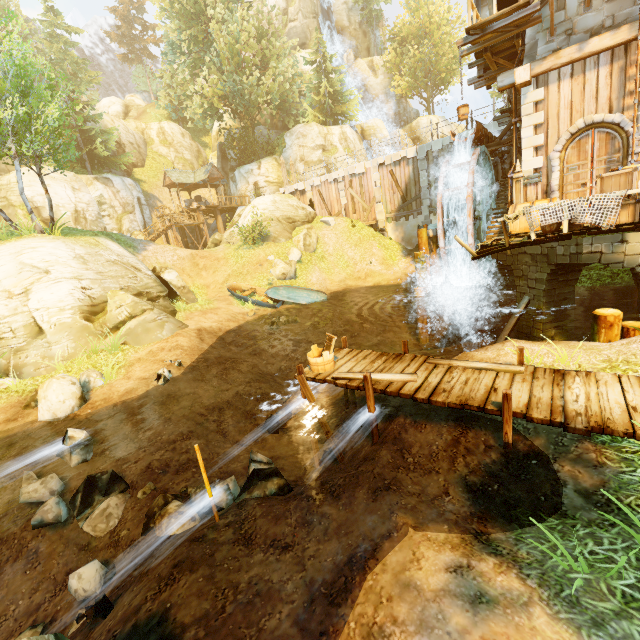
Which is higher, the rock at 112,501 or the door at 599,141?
the door at 599,141

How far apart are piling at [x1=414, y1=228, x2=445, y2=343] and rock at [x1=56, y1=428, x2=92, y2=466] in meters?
14.0

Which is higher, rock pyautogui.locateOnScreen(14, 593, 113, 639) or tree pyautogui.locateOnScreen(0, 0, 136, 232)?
tree pyautogui.locateOnScreen(0, 0, 136, 232)

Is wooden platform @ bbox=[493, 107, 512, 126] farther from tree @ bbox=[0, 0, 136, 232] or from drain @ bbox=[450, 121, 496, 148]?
tree @ bbox=[0, 0, 136, 232]

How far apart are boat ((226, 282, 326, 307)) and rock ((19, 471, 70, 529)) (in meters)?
12.21

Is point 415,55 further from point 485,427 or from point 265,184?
point 485,427

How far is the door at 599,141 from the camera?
10.74m

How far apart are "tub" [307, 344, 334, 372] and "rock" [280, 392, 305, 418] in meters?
3.2
